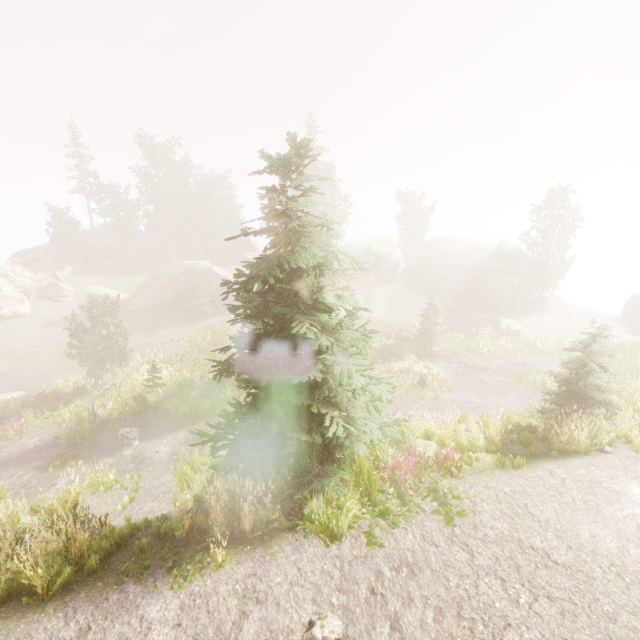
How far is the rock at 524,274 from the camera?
37.2 meters

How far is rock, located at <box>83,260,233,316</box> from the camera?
39.8m

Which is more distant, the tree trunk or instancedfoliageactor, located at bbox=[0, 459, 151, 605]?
the tree trunk

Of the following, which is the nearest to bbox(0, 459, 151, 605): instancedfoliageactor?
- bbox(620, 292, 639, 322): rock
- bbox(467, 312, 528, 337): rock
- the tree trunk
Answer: bbox(620, 292, 639, 322): rock

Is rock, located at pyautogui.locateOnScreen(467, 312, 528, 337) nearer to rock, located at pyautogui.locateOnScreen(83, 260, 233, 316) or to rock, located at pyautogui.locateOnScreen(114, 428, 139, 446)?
rock, located at pyautogui.locateOnScreen(83, 260, 233, 316)

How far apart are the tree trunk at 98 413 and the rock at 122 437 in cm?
264

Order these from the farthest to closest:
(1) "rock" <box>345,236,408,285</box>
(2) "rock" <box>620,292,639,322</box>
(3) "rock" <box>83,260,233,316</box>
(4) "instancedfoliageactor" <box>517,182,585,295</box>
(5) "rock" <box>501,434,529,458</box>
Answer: (1) "rock" <box>345,236,408,285</box> < (3) "rock" <box>83,260,233,316</box> < (4) "instancedfoliageactor" <box>517,182,585,295</box> < (2) "rock" <box>620,292,639,322</box> < (5) "rock" <box>501,434,529,458</box>

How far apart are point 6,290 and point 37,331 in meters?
7.4 m
